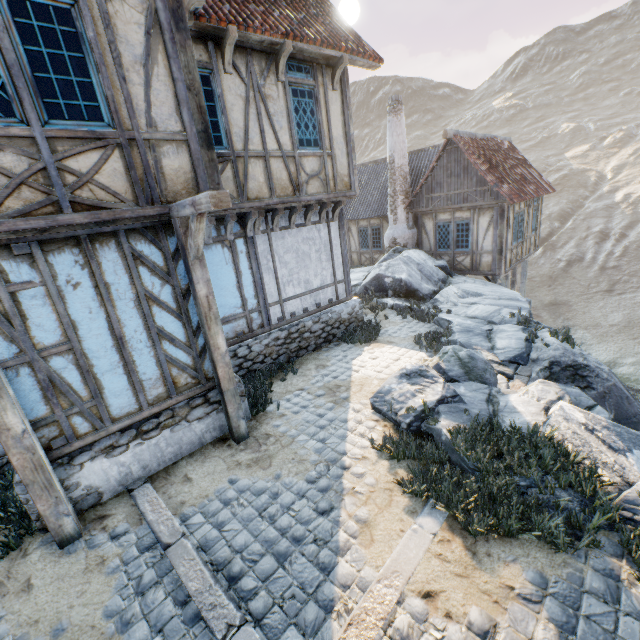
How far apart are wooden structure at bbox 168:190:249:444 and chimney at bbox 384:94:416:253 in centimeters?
1252cm

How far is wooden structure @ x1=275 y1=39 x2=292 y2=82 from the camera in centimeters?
627cm

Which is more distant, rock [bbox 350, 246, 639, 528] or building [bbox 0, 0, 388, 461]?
rock [bbox 350, 246, 639, 528]

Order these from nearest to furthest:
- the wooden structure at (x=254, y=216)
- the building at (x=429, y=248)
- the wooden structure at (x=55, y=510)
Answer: the wooden structure at (x=55, y=510) < the wooden structure at (x=254, y=216) < the building at (x=429, y=248)

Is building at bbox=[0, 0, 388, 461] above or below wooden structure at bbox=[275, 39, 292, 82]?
below

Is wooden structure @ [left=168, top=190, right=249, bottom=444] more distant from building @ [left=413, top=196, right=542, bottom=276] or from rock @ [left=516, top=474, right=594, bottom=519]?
building @ [left=413, top=196, right=542, bottom=276]

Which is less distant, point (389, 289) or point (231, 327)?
point (231, 327)

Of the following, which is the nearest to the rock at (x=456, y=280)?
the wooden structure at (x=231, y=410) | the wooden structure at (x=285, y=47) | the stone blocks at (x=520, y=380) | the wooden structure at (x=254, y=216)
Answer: the stone blocks at (x=520, y=380)
